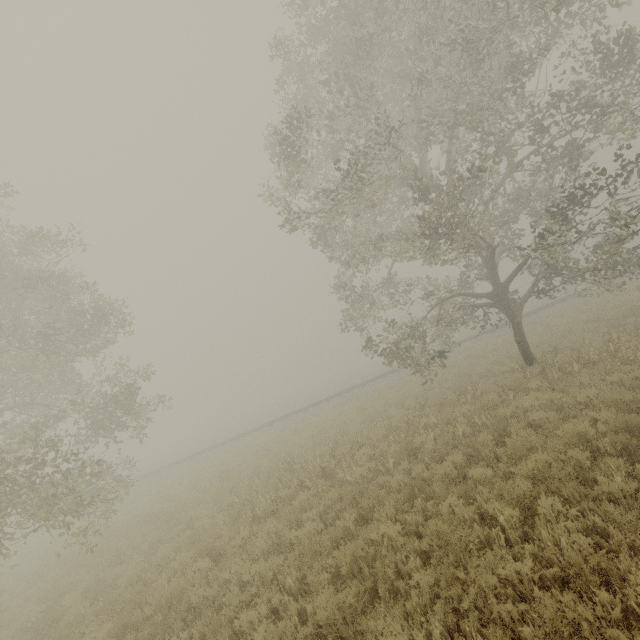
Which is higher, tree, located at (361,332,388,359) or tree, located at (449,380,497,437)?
tree, located at (361,332,388,359)

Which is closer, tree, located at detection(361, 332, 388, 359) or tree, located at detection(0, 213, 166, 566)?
tree, located at detection(0, 213, 166, 566)

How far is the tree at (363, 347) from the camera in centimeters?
1430cm

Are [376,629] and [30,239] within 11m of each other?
no

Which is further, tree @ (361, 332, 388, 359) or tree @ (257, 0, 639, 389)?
tree @ (361, 332, 388, 359)

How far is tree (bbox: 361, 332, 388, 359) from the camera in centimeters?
1430cm

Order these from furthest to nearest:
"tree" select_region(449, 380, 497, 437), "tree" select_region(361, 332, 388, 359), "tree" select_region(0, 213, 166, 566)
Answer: "tree" select_region(361, 332, 388, 359), "tree" select_region(0, 213, 166, 566), "tree" select_region(449, 380, 497, 437)

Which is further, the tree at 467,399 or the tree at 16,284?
the tree at 16,284
